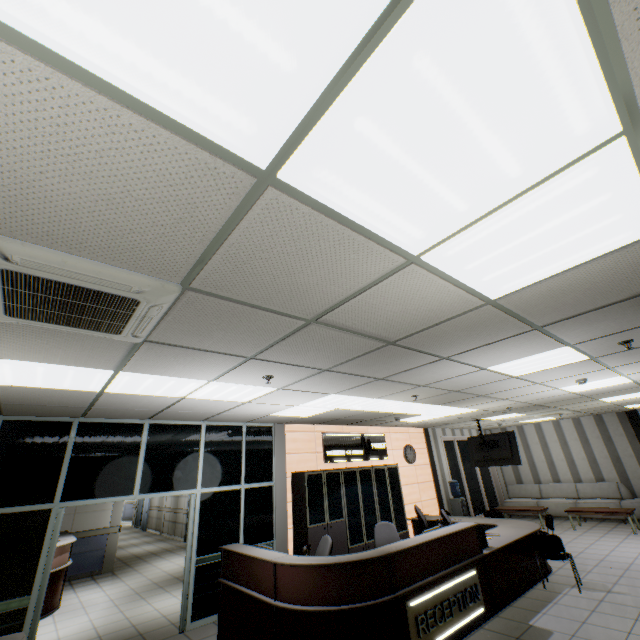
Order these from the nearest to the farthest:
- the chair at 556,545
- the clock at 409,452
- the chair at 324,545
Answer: the chair at 324,545 → the chair at 556,545 → the clock at 409,452

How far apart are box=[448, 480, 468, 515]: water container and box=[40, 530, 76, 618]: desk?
10.4 meters

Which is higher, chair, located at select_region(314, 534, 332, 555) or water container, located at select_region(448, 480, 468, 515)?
chair, located at select_region(314, 534, 332, 555)

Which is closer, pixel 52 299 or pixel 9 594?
pixel 52 299

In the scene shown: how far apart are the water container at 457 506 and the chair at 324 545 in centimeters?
682cm

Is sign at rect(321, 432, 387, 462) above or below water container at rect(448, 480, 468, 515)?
above

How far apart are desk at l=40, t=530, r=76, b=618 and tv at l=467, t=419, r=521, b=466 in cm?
1021

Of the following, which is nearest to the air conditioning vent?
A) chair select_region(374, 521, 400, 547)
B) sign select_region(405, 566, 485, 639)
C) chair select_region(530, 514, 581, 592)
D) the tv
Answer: sign select_region(405, 566, 485, 639)
